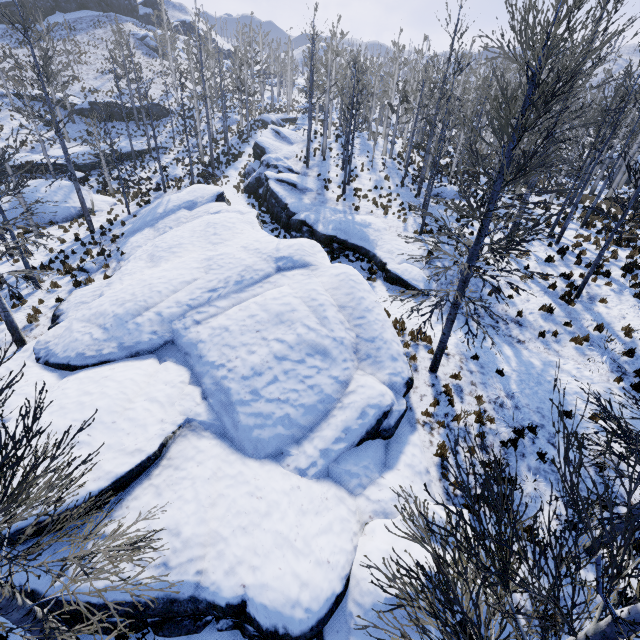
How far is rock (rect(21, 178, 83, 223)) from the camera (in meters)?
22.05

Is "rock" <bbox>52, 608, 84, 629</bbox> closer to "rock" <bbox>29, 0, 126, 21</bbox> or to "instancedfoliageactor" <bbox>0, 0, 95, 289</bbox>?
"instancedfoliageactor" <bbox>0, 0, 95, 289</bbox>

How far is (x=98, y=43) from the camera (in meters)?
51.16

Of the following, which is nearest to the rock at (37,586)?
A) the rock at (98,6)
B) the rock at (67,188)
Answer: the rock at (67,188)

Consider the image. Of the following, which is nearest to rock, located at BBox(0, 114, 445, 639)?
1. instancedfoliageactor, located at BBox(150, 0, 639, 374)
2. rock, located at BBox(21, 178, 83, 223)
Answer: instancedfoliageactor, located at BBox(150, 0, 639, 374)

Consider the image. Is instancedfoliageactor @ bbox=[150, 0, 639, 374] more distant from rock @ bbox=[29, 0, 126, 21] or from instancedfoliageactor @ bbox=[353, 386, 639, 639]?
rock @ bbox=[29, 0, 126, 21]

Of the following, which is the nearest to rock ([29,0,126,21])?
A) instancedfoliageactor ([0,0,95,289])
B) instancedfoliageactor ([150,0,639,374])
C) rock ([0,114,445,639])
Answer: instancedfoliageactor ([150,0,639,374])

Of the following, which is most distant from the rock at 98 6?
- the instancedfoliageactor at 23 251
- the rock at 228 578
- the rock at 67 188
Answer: the rock at 228 578
